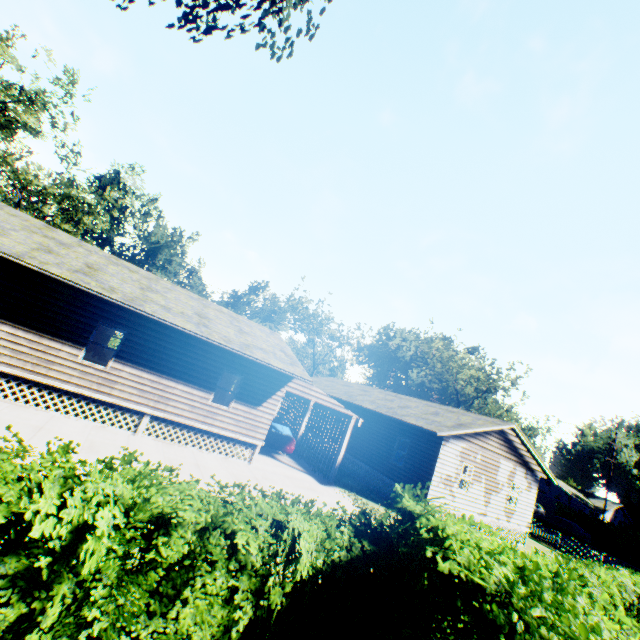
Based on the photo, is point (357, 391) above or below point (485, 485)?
above

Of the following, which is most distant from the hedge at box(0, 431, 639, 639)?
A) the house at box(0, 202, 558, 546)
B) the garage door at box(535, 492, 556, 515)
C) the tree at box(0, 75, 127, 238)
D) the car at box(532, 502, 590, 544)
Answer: the garage door at box(535, 492, 556, 515)

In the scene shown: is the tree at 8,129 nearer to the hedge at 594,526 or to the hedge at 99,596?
the hedge at 99,596

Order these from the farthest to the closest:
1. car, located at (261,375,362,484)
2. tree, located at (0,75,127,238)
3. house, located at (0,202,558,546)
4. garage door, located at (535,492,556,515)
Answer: garage door, located at (535,492,556,515), tree, located at (0,75,127,238), car, located at (261,375,362,484), house, located at (0,202,558,546)

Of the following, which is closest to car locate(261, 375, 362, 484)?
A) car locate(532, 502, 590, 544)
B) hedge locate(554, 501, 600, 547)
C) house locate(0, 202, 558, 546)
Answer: house locate(0, 202, 558, 546)

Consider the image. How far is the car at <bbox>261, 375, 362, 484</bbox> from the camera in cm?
1603

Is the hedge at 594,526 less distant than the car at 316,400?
No

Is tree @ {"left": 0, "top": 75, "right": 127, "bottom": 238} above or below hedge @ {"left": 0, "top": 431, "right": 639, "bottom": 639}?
above
